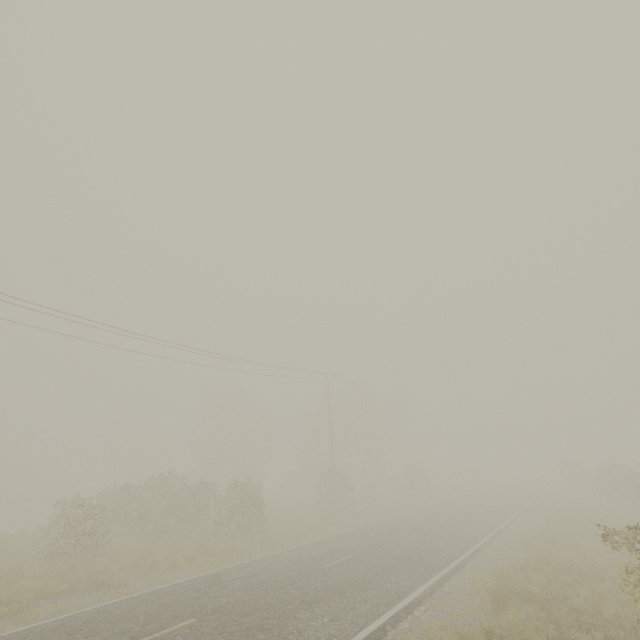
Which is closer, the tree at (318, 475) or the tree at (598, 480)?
the tree at (598, 480)

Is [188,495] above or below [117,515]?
above

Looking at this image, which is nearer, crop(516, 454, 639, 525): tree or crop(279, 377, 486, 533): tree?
crop(516, 454, 639, 525): tree

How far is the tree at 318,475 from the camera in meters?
27.4 m

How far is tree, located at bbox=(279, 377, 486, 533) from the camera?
27.44m
